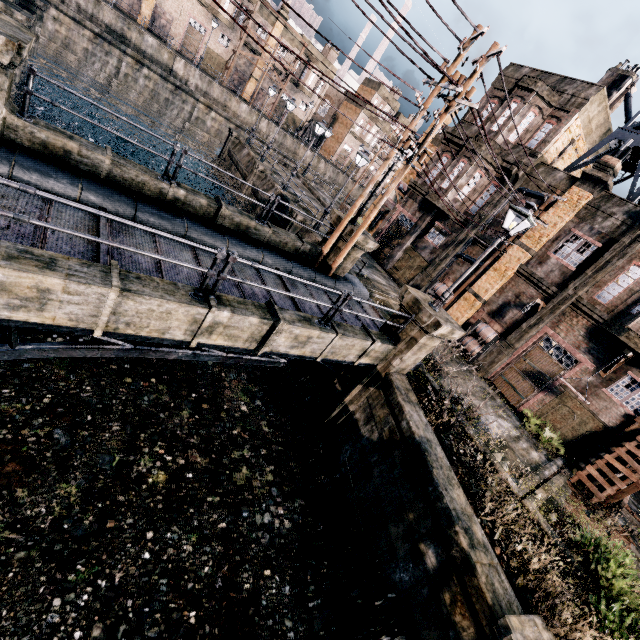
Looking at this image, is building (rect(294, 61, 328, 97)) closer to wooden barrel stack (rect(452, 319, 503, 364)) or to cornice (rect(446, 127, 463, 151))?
cornice (rect(446, 127, 463, 151))

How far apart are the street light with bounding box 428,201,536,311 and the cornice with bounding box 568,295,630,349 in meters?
10.9 m

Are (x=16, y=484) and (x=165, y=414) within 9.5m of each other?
yes

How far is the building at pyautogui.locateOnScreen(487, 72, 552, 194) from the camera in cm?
2034

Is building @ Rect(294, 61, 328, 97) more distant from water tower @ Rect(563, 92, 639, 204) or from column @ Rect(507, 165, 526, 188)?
water tower @ Rect(563, 92, 639, 204)

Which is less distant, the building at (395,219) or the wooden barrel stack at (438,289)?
the wooden barrel stack at (438,289)

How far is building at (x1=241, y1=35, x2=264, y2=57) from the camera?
47.7 meters

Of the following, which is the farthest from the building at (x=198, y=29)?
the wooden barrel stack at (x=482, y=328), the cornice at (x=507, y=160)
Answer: the wooden barrel stack at (x=482, y=328)
